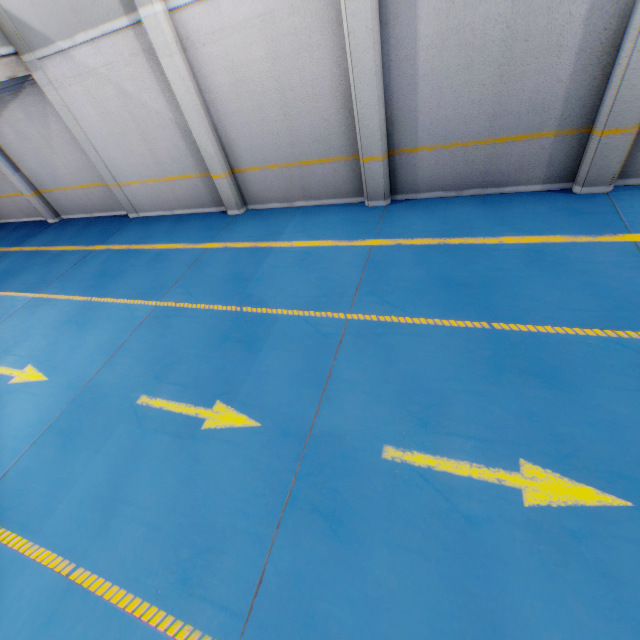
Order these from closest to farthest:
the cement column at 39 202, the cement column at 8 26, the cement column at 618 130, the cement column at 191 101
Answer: the cement column at 618 130
the cement column at 191 101
the cement column at 8 26
the cement column at 39 202

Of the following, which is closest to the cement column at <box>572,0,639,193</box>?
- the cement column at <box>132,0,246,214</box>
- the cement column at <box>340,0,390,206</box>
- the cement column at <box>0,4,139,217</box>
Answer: the cement column at <box>340,0,390,206</box>

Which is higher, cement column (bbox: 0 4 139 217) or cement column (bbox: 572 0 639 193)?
cement column (bbox: 0 4 139 217)

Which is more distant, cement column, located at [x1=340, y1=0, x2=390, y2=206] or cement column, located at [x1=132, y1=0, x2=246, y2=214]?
cement column, located at [x1=132, y1=0, x2=246, y2=214]

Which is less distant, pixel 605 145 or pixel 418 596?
pixel 418 596

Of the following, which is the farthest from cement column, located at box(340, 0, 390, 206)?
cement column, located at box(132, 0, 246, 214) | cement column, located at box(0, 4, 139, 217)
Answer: cement column, located at box(0, 4, 139, 217)

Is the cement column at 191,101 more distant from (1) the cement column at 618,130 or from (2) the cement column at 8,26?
(1) the cement column at 618,130

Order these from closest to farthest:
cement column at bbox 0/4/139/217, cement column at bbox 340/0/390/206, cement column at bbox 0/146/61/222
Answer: cement column at bbox 340/0/390/206, cement column at bbox 0/4/139/217, cement column at bbox 0/146/61/222
